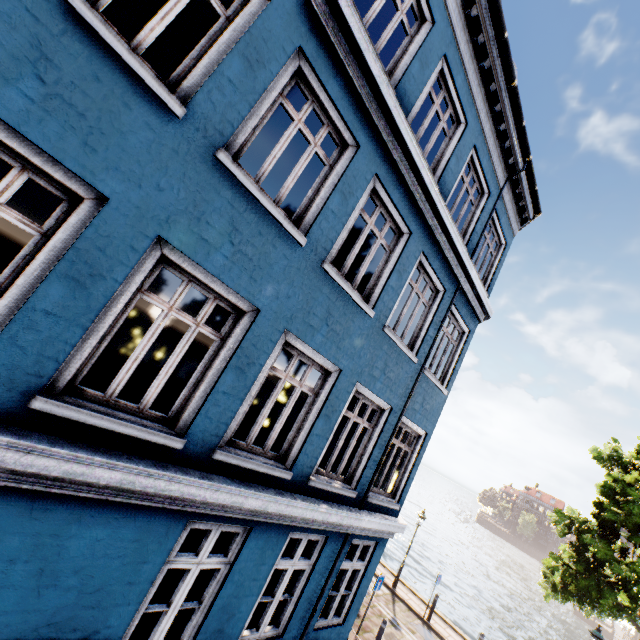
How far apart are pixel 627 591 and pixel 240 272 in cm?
1661

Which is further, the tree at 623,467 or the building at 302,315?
the tree at 623,467

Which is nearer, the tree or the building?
the building
